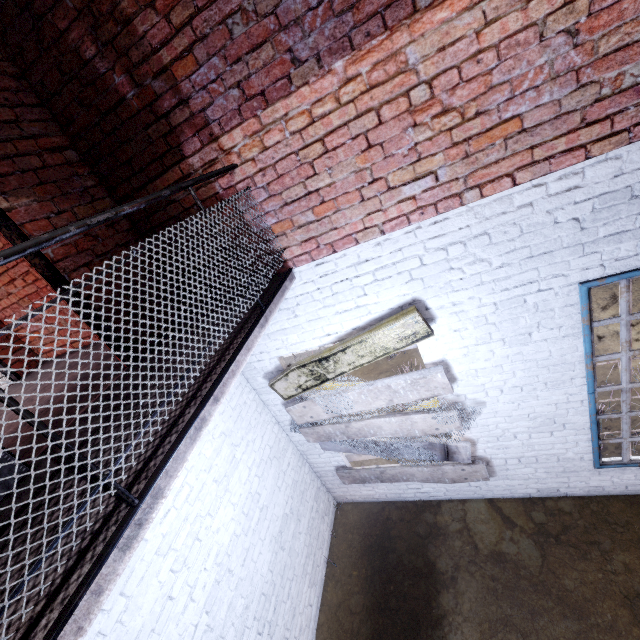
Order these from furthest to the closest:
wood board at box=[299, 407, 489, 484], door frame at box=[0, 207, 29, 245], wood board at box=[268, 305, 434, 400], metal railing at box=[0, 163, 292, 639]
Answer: wood board at box=[299, 407, 489, 484]
wood board at box=[268, 305, 434, 400]
door frame at box=[0, 207, 29, 245]
metal railing at box=[0, 163, 292, 639]

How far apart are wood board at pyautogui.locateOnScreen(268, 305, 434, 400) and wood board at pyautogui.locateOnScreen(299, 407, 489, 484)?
0.1 meters

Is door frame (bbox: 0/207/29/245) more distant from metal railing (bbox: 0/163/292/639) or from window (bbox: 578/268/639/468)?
window (bbox: 578/268/639/468)

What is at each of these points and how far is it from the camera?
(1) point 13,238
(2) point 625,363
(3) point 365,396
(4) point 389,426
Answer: (1) door frame, 2.3 meters
(2) window, 2.9 meters
(3) wood board, 3.6 meters
(4) wood board, 3.8 meters

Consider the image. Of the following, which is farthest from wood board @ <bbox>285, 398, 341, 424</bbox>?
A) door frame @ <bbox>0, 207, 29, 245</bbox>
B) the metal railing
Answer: door frame @ <bbox>0, 207, 29, 245</bbox>

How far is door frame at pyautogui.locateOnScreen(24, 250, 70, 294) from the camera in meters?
2.4 m

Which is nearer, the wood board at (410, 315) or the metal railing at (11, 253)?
the metal railing at (11, 253)

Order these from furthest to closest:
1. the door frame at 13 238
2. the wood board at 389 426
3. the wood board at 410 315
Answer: the wood board at 389 426
the wood board at 410 315
the door frame at 13 238
